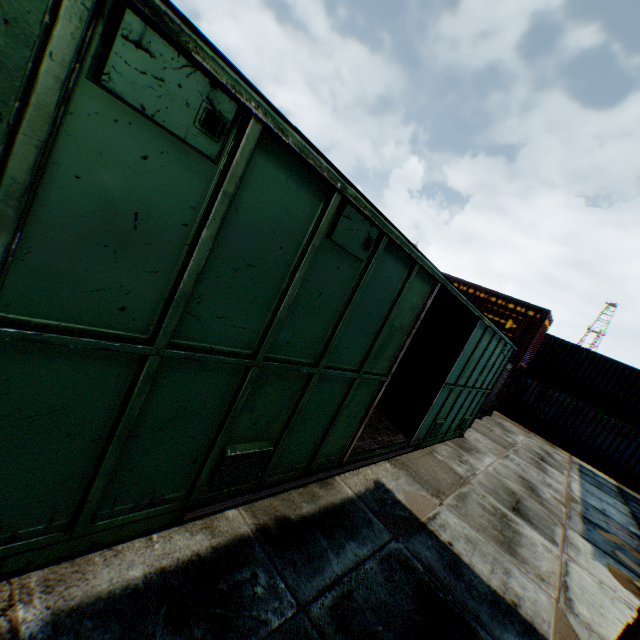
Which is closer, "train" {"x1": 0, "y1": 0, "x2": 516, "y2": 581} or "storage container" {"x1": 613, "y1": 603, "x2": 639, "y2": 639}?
"train" {"x1": 0, "y1": 0, "x2": 516, "y2": 581}

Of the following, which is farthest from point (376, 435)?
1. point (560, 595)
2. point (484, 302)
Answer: point (484, 302)

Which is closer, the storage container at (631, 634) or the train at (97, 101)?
the train at (97, 101)
